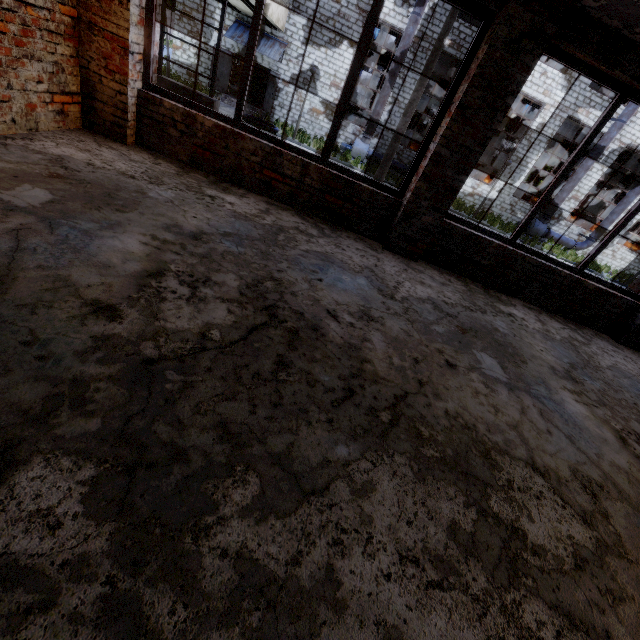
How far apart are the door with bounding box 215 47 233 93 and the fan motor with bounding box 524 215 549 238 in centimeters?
2130cm

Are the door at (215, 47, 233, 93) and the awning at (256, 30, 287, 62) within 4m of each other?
yes

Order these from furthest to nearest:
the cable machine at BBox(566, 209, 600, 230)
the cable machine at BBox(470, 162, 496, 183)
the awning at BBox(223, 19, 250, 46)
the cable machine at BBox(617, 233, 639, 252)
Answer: the cable machine at BBox(617, 233, 639, 252) → the cable machine at BBox(566, 209, 600, 230) → the cable machine at BBox(470, 162, 496, 183) → the awning at BBox(223, 19, 250, 46)

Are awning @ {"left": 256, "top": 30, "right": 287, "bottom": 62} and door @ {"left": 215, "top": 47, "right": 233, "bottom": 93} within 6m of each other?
yes

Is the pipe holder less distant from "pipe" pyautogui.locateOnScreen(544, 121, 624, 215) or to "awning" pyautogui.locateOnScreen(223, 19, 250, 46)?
"awning" pyautogui.locateOnScreen(223, 19, 250, 46)

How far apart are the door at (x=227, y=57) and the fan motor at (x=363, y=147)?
7.8 meters

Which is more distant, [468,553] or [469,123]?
[469,123]

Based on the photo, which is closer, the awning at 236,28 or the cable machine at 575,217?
the awning at 236,28
